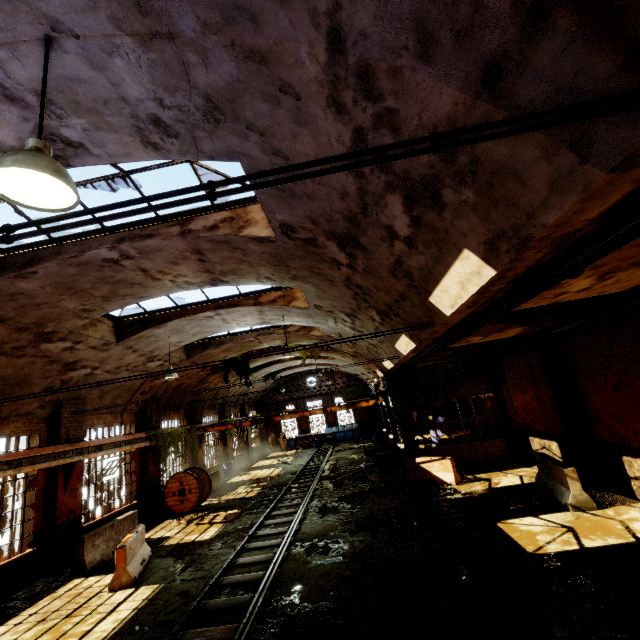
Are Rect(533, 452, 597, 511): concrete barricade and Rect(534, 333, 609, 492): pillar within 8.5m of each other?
yes

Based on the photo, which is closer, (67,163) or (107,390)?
(67,163)

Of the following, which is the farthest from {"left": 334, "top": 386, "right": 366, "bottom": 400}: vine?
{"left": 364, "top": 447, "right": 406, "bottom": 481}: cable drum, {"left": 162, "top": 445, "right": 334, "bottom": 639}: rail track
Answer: {"left": 162, "top": 445, "right": 334, "bottom": 639}: rail track

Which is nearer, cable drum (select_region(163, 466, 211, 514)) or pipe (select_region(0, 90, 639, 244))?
pipe (select_region(0, 90, 639, 244))

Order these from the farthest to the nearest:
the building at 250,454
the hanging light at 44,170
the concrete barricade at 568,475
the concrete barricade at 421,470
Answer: the building at 250,454 → the concrete barricade at 421,470 → the concrete barricade at 568,475 → the hanging light at 44,170

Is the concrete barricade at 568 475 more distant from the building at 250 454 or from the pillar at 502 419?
the building at 250 454

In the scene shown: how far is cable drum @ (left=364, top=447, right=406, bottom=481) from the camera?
15.24m

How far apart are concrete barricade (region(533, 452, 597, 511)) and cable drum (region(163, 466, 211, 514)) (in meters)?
14.15
